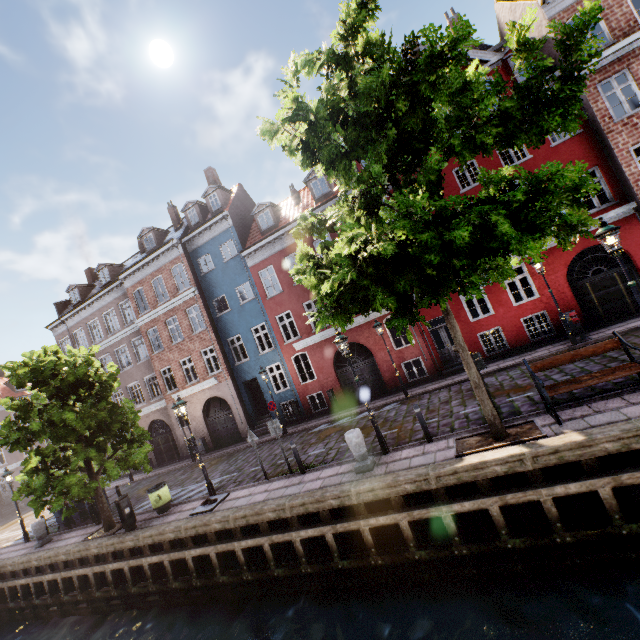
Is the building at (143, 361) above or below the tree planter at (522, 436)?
above

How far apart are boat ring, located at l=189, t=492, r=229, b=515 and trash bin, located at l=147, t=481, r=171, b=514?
2.06m

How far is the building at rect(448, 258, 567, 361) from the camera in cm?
1477

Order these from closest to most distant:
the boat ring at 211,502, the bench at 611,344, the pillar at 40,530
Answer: the bench at 611,344 → the boat ring at 211,502 → the pillar at 40,530

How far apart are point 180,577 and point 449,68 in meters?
16.2

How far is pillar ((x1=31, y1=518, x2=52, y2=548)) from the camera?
14.7 meters

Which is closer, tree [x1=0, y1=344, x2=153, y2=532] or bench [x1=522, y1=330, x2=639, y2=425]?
bench [x1=522, y1=330, x2=639, y2=425]

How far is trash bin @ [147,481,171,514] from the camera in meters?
12.4
